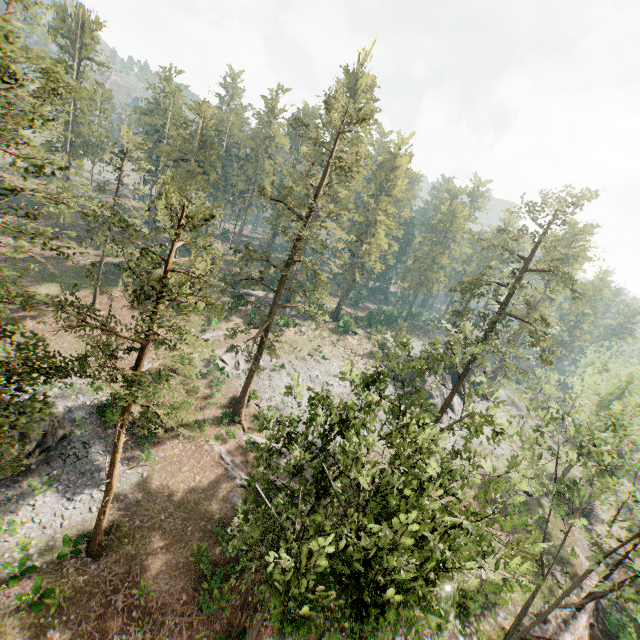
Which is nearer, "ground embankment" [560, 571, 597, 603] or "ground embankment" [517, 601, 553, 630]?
"ground embankment" [517, 601, 553, 630]

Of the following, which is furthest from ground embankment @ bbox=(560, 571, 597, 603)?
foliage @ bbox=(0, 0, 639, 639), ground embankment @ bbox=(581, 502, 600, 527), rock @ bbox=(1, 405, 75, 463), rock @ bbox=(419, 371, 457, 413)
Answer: rock @ bbox=(1, 405, 75, 463)

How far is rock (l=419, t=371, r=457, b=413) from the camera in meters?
46.1

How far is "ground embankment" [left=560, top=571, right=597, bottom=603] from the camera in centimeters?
2792cm

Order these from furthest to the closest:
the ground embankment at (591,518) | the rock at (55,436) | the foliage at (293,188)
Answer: the ground embankment at (591,518), the rock at (55,436), the foliage at (293,188)

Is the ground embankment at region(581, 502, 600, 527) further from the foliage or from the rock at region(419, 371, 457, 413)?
the rock at region(419, 371, 457, 413)

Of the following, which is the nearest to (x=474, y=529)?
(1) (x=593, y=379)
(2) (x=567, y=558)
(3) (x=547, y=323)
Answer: (3) (x=547, y=323)

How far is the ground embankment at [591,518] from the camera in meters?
42.8
